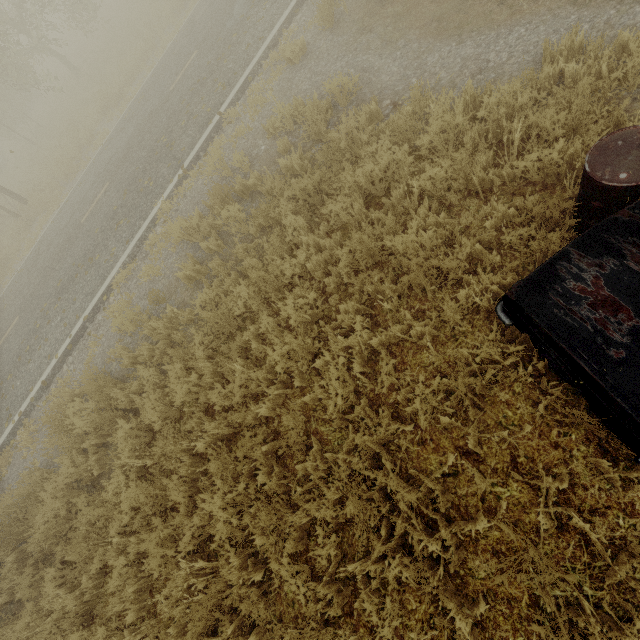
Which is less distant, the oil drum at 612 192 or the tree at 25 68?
the oil drum at 612 192

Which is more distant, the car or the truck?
the truck

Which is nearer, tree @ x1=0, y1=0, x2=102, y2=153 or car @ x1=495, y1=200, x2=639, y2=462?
car @ x1=495, y1=200, x2=639, y2=462

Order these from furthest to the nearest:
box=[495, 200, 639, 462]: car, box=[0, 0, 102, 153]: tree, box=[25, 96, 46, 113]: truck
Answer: box=[25, 96, 46, 113]: truck → box=[0, 0, 102, 153]: tree → box=[495, 200, 639, 462]: car

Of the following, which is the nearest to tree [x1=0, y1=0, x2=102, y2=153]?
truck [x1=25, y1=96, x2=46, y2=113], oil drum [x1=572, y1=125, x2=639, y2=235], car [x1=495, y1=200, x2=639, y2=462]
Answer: truck [x1=25, y1=96, x2=46, y2=113]

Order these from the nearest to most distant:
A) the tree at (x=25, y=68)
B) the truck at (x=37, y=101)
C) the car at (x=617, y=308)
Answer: the car at (x=617, y=308) < the tree at (x=25, y=68) < the truck at (x=37, y=101)

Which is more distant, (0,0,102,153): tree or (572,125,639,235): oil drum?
(0,0,102,153): tree

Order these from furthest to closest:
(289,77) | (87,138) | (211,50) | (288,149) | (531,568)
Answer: (87,138) < (211,50) < (289,77) < (288,149) < (531,568)
